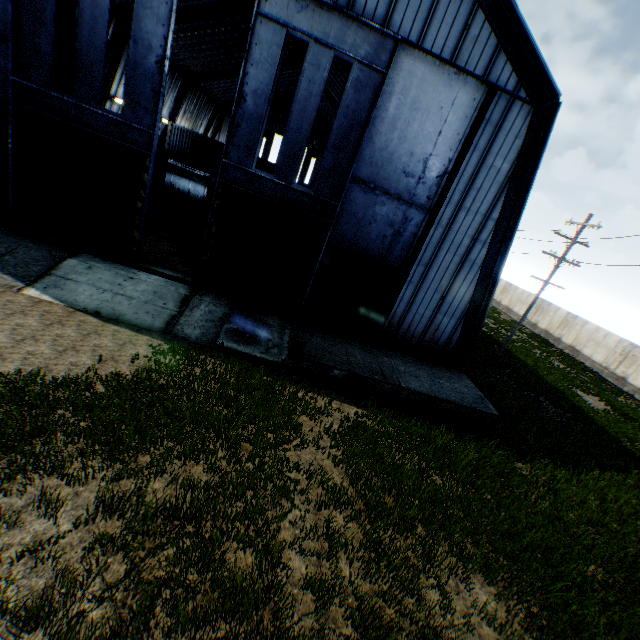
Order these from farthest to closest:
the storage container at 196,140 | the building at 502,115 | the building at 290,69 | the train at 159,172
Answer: the storage container at 196,140, the building at 290,69, the train at 159,172, the building at 502,115

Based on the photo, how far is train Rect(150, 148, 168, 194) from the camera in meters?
24.8

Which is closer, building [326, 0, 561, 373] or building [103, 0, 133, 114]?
building [326, 0, 561, 373]

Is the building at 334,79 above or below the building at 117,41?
above

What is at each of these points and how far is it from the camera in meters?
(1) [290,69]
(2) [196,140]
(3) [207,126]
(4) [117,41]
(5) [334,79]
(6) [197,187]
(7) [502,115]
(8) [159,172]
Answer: (1) building, 36.9 m
(2) storage container, 33.9 m
(3) building, 47.7 m
(4) building, 23.1 m
(5) building, 30.9 m
(6) tank container, 27.4 m
(7) building, 11.6 m
(8) train, 25.6 m

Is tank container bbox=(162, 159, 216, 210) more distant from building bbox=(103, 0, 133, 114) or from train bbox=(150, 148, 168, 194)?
building bbox=(103, 0, 133, 114)

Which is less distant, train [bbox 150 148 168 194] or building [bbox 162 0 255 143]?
building [bbox 162 0 255 143]

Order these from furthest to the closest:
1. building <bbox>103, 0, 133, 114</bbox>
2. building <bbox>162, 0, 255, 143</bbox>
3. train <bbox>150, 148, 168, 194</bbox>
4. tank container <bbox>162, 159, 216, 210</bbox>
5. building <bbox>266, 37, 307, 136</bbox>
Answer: building <bbox>266, 37, 307, 136</bbox> → tank container <bbox>162, 159, 216, 210</bbox> → train <bbox>150, 148, 168, 194</bbox> → building <bbox>162, 0, 255, 143</bbox> → building <bbox>103, 0, 133, 114</bbox>
